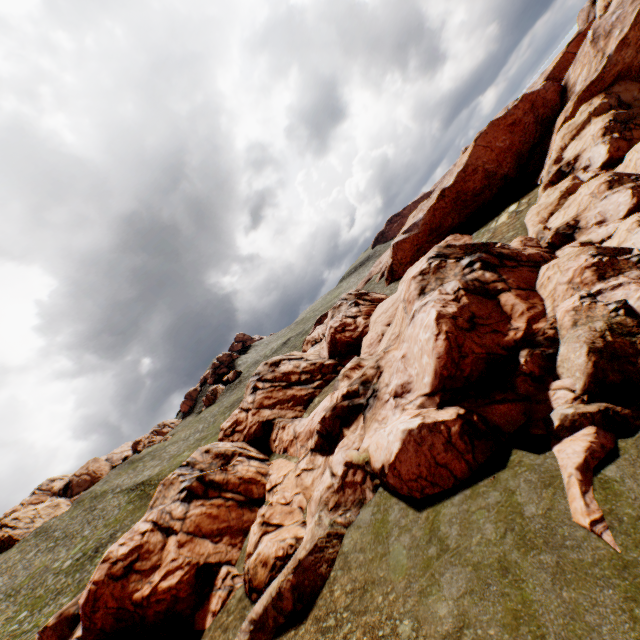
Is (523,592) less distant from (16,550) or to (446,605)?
(446,605)

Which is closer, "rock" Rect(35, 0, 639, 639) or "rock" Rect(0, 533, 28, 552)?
"rock" Rect(35, 0, 639, 639)

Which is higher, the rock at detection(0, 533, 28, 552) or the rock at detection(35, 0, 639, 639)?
the rock at detection(0, 533, 28, 552)

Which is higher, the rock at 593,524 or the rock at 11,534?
the rock at 11,534

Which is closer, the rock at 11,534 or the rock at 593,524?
the rock at 593,524
